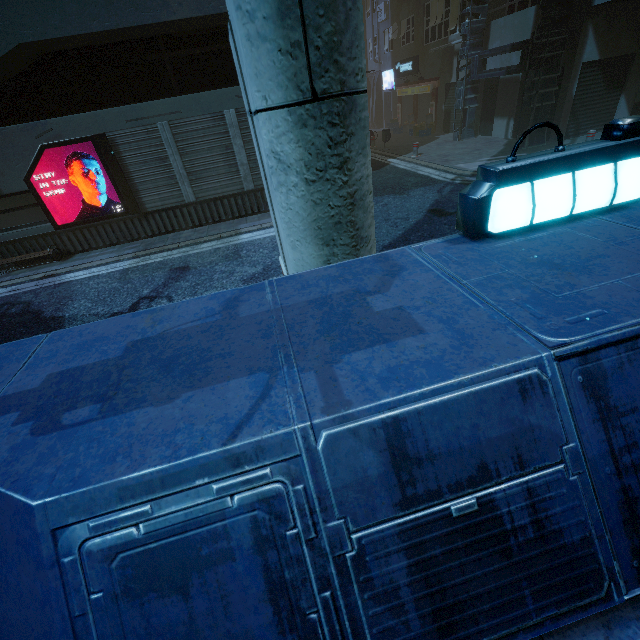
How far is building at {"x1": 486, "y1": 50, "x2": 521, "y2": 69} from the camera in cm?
1368

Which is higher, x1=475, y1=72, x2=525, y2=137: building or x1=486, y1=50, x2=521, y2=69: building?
x1=486, y1=50, x2=521, y2=69: building

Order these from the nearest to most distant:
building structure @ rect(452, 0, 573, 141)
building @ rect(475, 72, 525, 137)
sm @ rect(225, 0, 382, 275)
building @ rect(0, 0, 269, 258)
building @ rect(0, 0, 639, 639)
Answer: building @ rect(0, 0, 639, 639) → sm @ rect(225, 0, 382, 275) → building @ rect(0, 0, 269, 258) → building structure @ rect(452, 0, 573, 141) → building @ rect(475, 72, 525, 137)

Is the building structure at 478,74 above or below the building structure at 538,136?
above

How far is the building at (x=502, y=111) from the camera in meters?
14.2

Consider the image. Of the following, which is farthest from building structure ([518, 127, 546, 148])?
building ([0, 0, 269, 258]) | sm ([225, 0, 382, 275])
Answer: sm ([225, 0, 382, 275])

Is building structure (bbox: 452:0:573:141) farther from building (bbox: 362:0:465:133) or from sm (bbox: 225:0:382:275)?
sm (bbox: 225:0:382:275)

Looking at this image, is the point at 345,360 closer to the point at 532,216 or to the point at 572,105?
the point at 532,216
